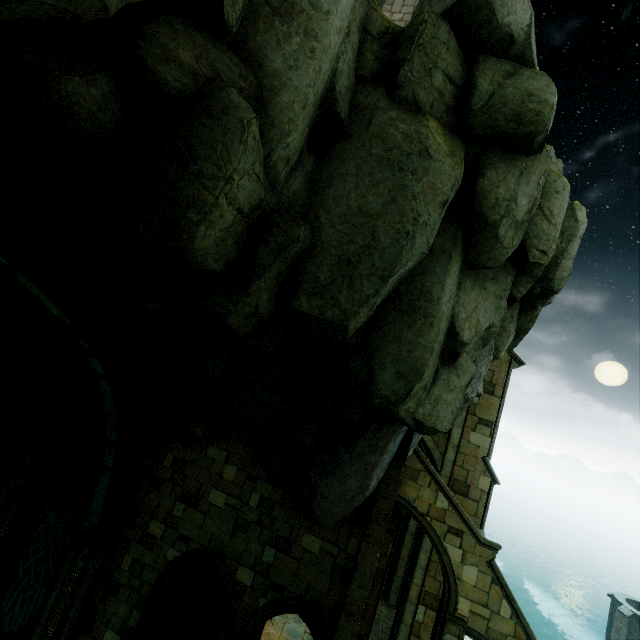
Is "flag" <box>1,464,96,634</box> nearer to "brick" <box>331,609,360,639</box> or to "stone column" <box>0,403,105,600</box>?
"stone column" <box>0,403,105,600</box>

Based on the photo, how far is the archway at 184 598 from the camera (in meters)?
13.14

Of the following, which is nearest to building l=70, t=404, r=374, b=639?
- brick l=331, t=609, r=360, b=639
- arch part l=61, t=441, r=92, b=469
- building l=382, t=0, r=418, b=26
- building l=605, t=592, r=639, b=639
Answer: brick l=331, t=609, r=360, b=639

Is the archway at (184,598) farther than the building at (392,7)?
Yes

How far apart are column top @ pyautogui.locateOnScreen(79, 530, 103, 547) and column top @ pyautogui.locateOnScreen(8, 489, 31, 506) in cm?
237

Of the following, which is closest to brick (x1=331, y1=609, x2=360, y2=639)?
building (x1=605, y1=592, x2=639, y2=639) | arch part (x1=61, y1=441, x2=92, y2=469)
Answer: arch part (x1=61, y1=441, x2=92, y2=469)

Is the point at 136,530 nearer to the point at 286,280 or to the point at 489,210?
the point at 286,280

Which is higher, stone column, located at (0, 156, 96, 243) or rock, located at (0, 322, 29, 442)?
stone column, located at (0, 156, 96, 243)
